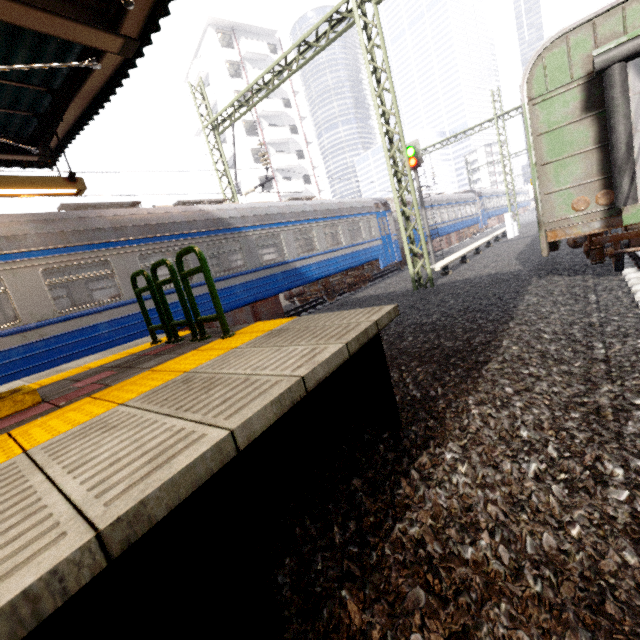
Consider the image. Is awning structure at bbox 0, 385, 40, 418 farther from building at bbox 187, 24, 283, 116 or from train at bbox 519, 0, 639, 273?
building at bbox 187, 24, 283, 116

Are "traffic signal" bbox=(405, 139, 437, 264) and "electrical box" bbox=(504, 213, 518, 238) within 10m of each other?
yes

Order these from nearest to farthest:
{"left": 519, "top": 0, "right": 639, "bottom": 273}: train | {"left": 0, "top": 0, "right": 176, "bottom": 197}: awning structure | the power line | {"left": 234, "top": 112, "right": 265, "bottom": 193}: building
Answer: {"left": 0, "top": 0, "right": 176, "bottom": 197}: awning structure → {"left": 519, "top": 0, "right": 639, "bottom": 273}: train → the power line → {"left": 234, "top": 112, "right": 265, "bottom": 193}: building

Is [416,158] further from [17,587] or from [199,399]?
[17,587]

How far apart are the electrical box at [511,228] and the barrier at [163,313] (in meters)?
20.37

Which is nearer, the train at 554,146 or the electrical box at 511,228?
the train at 554,146

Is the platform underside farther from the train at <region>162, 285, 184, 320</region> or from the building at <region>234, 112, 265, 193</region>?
the building at <region>234, 112, 265, 193</region>

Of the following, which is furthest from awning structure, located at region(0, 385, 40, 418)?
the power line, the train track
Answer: the power line
